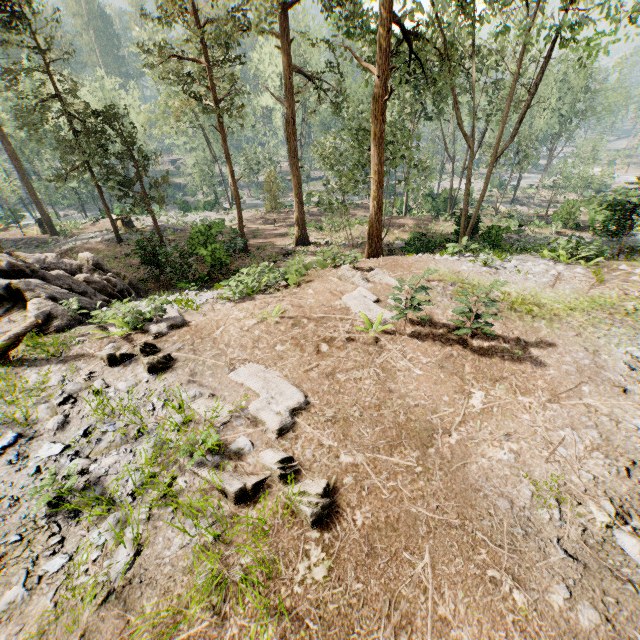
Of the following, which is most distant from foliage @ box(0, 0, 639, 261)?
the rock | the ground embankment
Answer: the rock

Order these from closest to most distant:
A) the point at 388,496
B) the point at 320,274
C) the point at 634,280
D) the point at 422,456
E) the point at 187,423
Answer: the point at 388,496 → the point at 422,456 → the point at 187,423 → the point at 634,280 → the point at 320,274

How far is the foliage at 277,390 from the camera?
5.9 meters

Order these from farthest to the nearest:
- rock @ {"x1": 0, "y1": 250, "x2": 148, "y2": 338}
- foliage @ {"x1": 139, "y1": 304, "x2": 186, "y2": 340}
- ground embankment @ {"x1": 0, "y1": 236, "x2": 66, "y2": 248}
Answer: ground embankment @ {"x1": 0, "y1": 236, "x2": 66, "y2": 248}, rock @ {"x1": 0, "y1": 250, "x2": 148, "y2": 338}, foliage @ {"x1": 139, "y1": 304, "x2": 186, "y2": 340}

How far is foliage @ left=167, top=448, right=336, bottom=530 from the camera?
4.6 meters

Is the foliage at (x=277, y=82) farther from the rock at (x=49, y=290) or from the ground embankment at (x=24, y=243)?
the rock at (x=49, y=290)

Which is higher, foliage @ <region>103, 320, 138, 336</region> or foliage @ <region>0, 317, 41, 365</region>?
foliage @ <region>0, 317, 41, 365</region>
